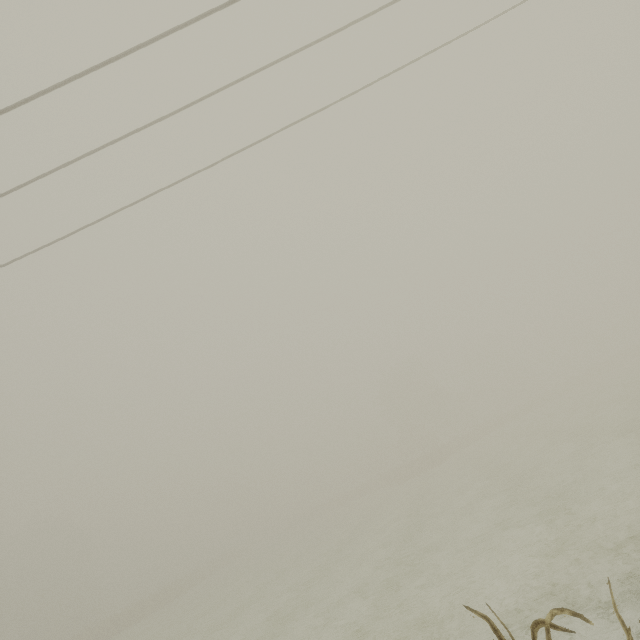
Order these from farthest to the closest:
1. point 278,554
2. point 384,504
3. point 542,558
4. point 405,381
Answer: point 405,381 < point 278,554 < point 384,504 < point 542,558
